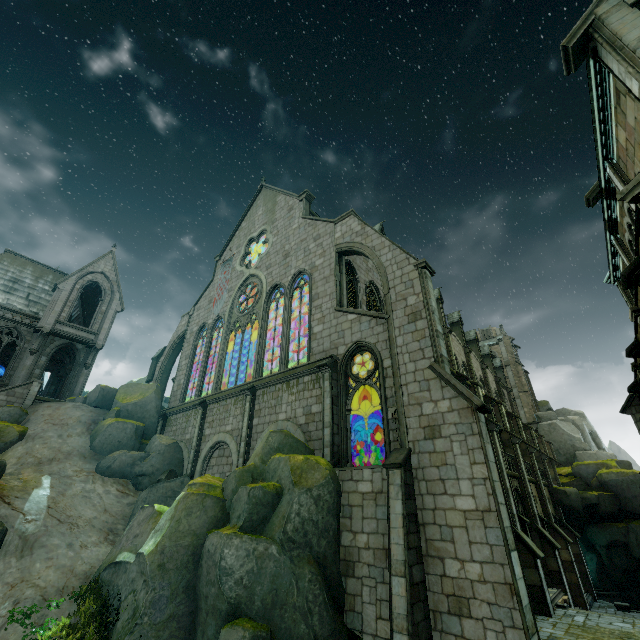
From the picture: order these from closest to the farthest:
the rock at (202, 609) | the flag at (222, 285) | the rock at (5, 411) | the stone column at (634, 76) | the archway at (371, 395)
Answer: the stone column at (634, 76) < the rock at (202, 609) < the archway at (371, 395) < the rock at (5, 411) < the flag at (222, 285)

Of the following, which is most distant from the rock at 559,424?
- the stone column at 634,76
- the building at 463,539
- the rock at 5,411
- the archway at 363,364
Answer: the rock at 5,411

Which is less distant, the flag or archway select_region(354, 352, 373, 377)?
archway select_region(354, 352, 373, 377)

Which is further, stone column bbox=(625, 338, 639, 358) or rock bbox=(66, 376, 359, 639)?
stone column bbox=(625, 338, 639, 358)

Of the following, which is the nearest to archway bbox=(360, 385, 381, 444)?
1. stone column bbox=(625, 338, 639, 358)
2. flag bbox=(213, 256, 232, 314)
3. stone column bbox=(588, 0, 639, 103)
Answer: stone column bbox=(625, 338, 639, 358)

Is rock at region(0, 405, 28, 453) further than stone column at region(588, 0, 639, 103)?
Yes

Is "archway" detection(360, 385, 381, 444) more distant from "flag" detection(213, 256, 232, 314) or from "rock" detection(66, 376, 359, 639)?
"flag" detection(213, 256, 232, 314)

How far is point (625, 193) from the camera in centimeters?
544cm
